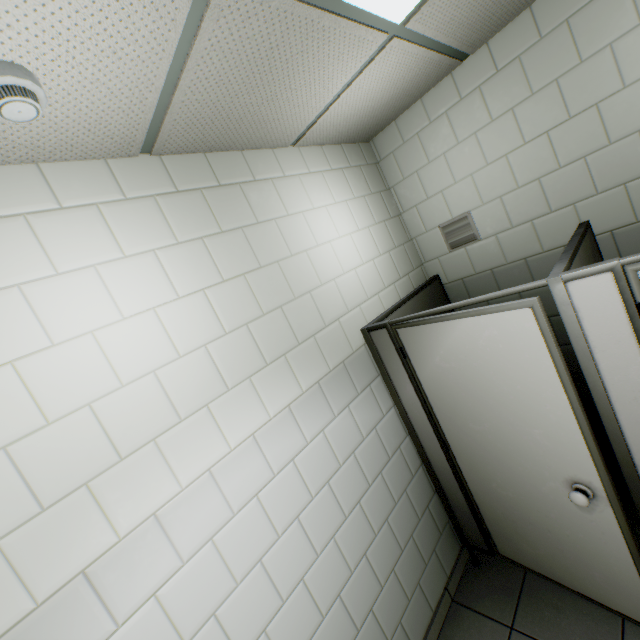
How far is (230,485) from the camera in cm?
147

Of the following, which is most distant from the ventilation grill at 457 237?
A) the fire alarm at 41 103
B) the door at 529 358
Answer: the fire alarm at 41 103

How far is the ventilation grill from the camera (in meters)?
2.58

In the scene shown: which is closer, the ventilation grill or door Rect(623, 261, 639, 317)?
door Rect(623, 261, 639, 317)

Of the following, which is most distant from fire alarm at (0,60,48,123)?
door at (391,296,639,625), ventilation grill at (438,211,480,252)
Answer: ventilation grill at (438,211,480,252)

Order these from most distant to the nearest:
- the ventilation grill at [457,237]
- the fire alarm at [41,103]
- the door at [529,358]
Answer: the ventilation grill at [457,237]
the door at [529,358]
the fire alarm at [41,103]

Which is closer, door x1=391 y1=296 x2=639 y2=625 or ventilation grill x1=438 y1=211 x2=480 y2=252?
door x1=391 y1=296 x2=639 y2=625
